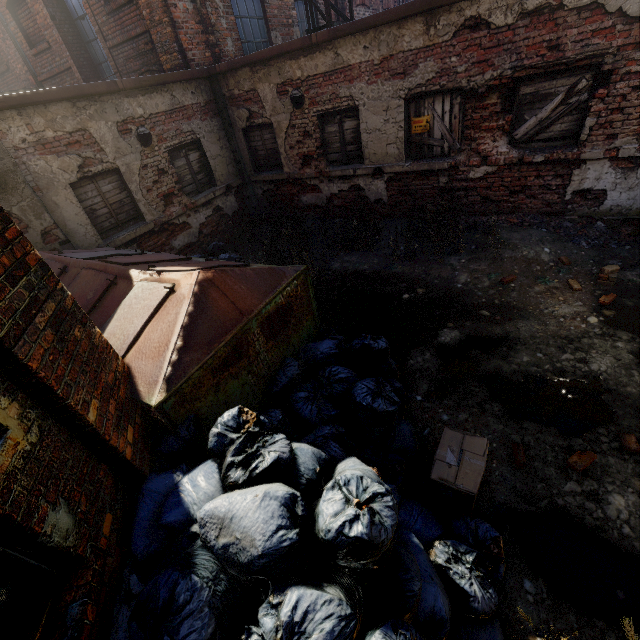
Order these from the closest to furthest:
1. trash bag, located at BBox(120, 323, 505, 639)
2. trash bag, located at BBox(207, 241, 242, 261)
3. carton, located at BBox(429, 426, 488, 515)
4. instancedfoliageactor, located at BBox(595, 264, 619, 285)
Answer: trash bag, located at BBox(120, 323, 505, 639) → carton, located at BBox(429, 426, 488, 515) → instancedfoliageactor, located at BBox(595, 264, 619, 285) → trash bag, located at BBox(207, 241, 242, 261)

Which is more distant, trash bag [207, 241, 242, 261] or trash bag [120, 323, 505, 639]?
trash bag [207, 241, 242, 261]

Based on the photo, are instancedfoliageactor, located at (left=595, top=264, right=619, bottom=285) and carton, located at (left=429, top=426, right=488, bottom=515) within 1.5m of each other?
no

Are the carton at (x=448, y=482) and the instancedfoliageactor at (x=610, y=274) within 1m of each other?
no

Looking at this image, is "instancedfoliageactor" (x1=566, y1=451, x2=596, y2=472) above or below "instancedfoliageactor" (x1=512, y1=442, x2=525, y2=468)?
below

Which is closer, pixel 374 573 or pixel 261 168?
pixel 374 573

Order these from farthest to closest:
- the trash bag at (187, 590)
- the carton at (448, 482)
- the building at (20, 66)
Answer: the building at (20, 66)
the carton at (448, 482)
the trash bag at (187, 590)

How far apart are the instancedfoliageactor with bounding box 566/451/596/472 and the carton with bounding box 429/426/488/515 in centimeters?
76cm
